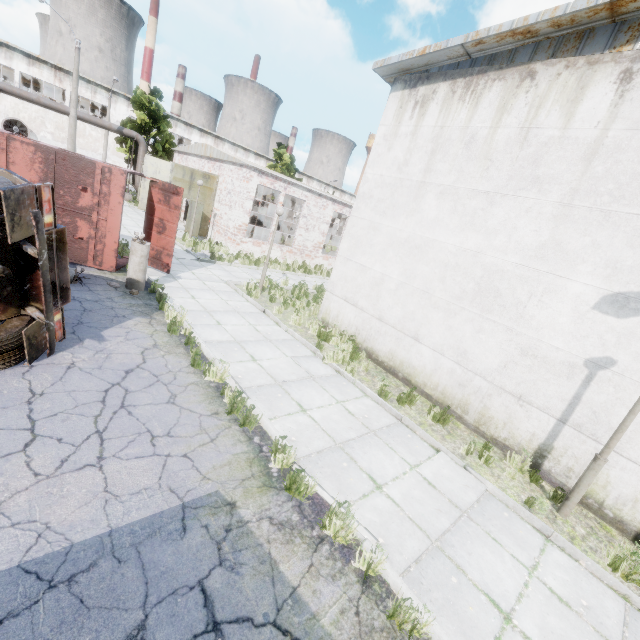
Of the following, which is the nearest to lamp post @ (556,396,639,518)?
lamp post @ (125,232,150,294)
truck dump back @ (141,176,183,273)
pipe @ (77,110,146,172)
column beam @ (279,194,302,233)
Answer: lamp post @ (125,232,150,294)

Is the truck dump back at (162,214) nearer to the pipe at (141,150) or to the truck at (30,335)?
the truck at (30,335)

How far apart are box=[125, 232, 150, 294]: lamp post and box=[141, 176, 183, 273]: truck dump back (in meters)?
1.77

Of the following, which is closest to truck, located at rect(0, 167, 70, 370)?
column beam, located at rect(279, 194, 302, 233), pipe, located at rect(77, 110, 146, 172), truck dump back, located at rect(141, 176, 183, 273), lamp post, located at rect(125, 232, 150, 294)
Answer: lamp post, located at rect(125, 232, 150, 294)

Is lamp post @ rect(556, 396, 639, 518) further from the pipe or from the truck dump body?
the pipe

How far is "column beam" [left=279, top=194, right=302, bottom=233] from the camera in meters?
23.6

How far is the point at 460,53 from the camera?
7.8 meters

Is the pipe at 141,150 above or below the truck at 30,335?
above
